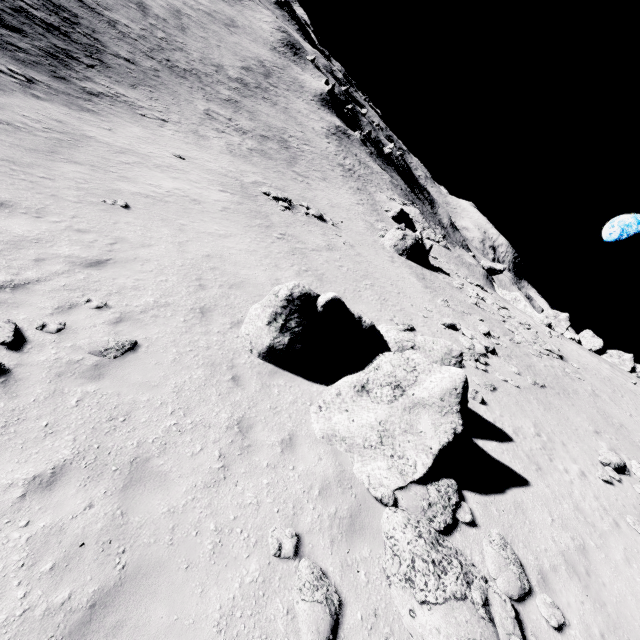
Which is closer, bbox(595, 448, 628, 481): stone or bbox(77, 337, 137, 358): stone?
bbox(77, 337, 137, 358): stone

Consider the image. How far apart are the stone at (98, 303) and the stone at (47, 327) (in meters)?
0.75

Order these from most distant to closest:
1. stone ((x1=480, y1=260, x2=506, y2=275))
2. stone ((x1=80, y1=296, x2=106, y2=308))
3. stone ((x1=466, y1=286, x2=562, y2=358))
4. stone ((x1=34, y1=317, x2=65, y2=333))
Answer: stone ((x1=480, y1=260, x2=506, y2=275)) → stone ((x1=466, y1=286, x2=562, y2=358)) → stone ((x1=80, y1=296, x2=106, y2=308)) → stone ((x1=34, y1=317, x2=65, y2=333))

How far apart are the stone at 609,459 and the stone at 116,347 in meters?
15.6 m

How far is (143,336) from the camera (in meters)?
7.98

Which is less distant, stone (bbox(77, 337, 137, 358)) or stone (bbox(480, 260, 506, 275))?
stone (bbox(77, 337, 137, 358))

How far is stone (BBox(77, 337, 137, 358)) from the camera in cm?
697

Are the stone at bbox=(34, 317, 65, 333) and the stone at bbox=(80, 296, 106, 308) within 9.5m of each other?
yes
